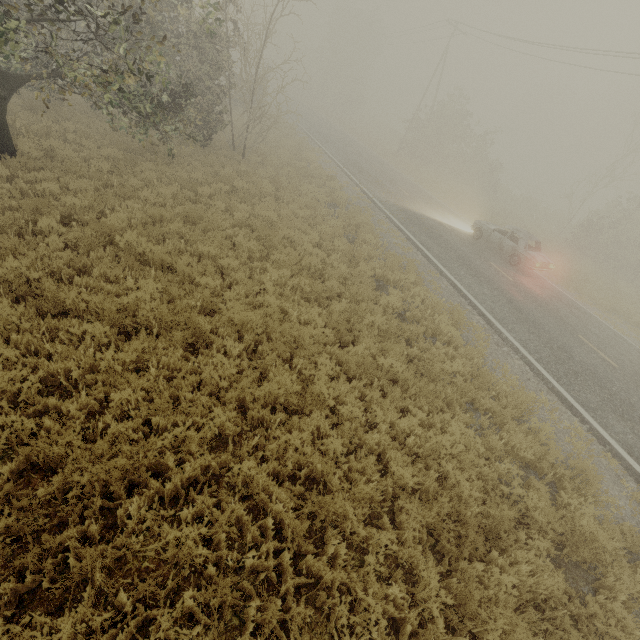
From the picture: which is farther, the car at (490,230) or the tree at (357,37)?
the tree at (357,37)

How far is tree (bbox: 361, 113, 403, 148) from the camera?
44.8 meters

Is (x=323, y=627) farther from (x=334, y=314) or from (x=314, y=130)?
(x=314, y=130)

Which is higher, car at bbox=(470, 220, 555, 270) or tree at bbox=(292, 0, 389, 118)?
tree at bbox=(292, 0, 389, 118)

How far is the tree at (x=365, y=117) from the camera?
44.84m

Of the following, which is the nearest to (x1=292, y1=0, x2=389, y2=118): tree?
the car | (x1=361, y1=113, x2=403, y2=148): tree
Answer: (x1=361, y1=113, x2=403, y2=148): tree

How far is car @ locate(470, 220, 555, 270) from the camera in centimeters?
1500cm

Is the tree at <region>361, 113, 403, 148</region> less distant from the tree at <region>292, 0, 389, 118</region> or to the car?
the tree at <region>292, 0, 389, 118</region>
